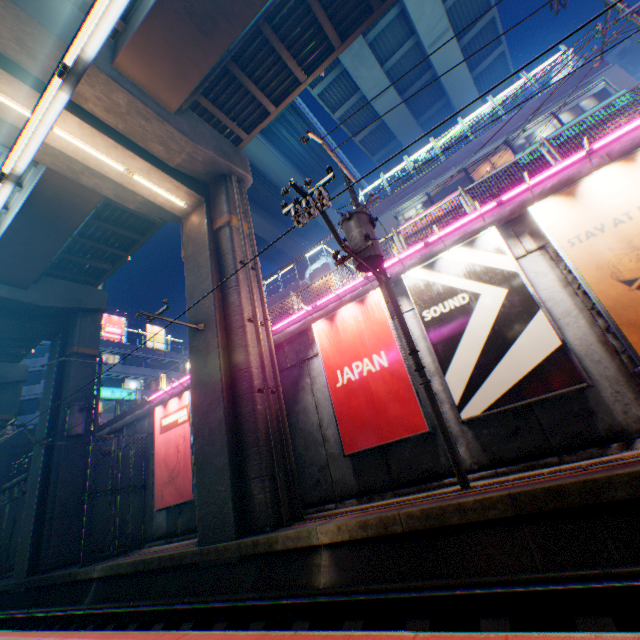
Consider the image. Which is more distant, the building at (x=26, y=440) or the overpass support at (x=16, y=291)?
the building at (x=26, y=440)

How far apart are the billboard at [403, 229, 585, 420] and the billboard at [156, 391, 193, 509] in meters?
10.5 m

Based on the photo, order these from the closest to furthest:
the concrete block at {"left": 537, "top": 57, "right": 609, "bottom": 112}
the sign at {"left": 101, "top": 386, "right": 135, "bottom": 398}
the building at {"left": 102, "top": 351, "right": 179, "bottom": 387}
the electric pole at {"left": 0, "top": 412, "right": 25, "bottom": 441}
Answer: the electric pole at {"left": 0, "top": 412, "right": 25, "bottom": 441} → the concrete block at {"left": 537, "top": 57, "right": 609, "bottom": 112} → the sign at {"left": 101, "top": 386, "right": 135, "bottom": 398} → the building at {"left": 102, "top": 351, "right": 179, "bottom": 387}

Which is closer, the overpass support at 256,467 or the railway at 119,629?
the railway at 119,629

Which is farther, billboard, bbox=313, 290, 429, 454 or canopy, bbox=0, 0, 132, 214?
billboard, bbox=313, 290, 429, 454

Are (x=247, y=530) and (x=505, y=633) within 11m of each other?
yes

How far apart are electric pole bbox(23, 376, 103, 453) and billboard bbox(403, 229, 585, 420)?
17.0 meters

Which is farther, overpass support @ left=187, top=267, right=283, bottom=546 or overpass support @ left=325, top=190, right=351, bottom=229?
overpass support @ left=325, top=190, right=351, bottom=229
